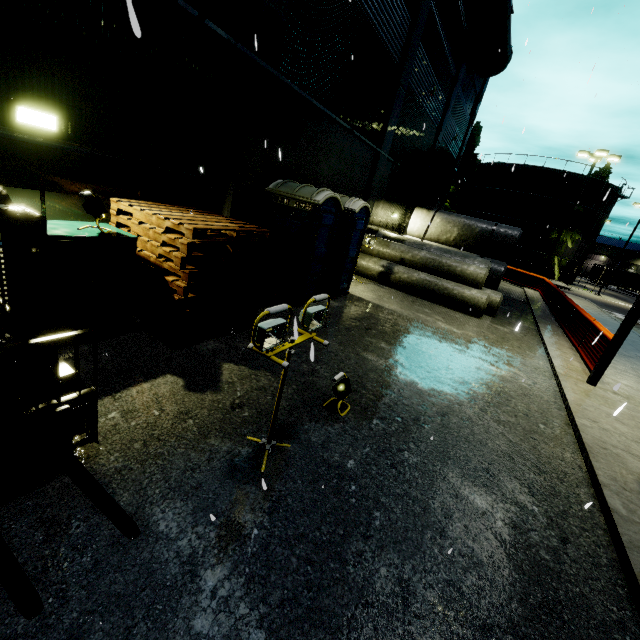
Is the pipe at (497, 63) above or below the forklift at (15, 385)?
above

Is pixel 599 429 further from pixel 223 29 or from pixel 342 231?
pixel 223 29

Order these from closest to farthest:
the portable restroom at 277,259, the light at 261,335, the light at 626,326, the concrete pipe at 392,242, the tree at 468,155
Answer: the light at 261,335, the light at 626,326, the portable restroom at 277,259, the concrete pipe at 392,242, the tree at 468,155

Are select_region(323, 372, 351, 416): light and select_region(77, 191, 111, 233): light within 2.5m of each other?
no

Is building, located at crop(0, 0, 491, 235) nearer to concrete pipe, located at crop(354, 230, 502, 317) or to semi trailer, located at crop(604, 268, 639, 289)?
concrete pipe, located at crop(354, 230, 502, 317)

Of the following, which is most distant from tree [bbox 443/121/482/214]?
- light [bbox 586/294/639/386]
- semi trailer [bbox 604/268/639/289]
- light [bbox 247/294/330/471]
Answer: light [bbox 247/294/330/471]

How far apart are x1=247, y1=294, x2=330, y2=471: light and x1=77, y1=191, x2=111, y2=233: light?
3.2 meters

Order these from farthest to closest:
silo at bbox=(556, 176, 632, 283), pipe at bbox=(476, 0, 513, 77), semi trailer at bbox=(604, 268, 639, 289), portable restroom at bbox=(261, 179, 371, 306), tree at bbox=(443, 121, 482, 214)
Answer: semi trailer at bbox=(604, 268, 639, 289)
tree at bbox=(443, 121, 482, 214)
silo at bbox=(556, 176, 632, 283)
pipe at bbox=(476, 0, 513, 77)
portable restroom at bbox=(261, 179, 371, 306)
